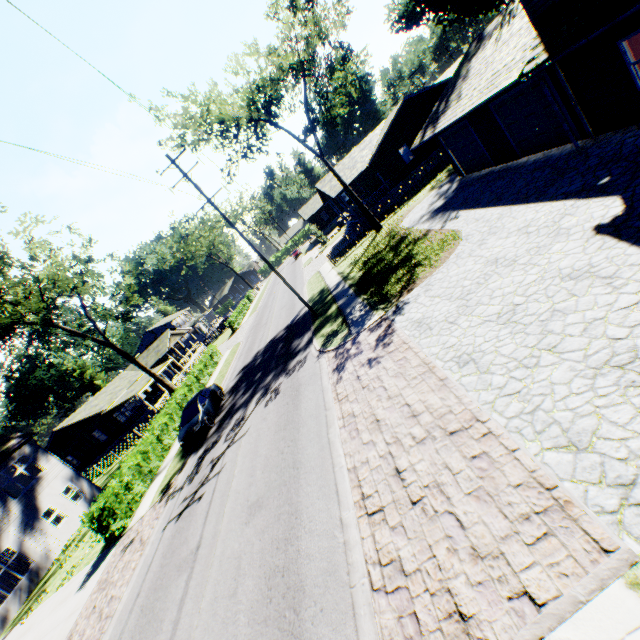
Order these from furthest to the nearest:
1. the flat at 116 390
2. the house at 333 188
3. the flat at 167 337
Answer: the flat at 167 337, the flat at 116 390, the house at 333 188

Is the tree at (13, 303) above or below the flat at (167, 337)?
above

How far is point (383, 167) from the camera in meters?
31.9

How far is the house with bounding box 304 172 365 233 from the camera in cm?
3269

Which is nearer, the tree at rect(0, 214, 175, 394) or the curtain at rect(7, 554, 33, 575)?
the curtain at rect(7, 554, 33, 575)

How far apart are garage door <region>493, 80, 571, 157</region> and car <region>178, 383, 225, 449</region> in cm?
2083

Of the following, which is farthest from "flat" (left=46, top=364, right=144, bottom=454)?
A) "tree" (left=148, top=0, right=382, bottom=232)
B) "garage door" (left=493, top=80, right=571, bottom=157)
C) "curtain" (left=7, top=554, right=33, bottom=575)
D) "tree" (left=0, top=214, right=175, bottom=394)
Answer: "garage door" (left=493, top=80, right=571, bottom=157)

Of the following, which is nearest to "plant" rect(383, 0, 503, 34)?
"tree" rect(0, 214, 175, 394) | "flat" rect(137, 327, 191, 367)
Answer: "tree" rect(0, 214, 175, 394)
